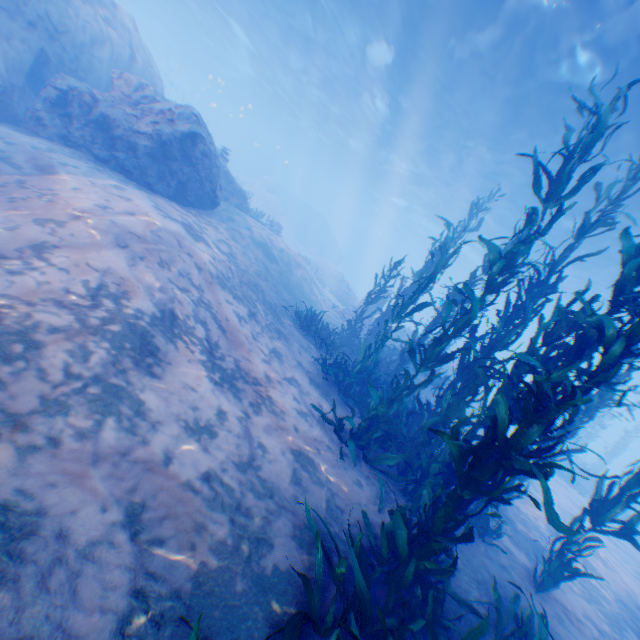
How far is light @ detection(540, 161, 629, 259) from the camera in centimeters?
1409cm

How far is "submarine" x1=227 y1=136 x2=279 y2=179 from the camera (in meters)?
51.41

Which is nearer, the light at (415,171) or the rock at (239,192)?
the rock at (239,192)

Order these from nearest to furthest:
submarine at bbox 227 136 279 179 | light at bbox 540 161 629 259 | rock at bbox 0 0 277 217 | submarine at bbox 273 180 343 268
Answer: rock at bbox 0 0 277 217, light at bbox 540 161 629 259, submarine at bbox 273 180 343 268, submarine at bbox 227 136 279 179

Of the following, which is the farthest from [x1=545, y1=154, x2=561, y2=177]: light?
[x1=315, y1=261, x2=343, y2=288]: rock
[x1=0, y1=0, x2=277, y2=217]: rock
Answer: [x1=315, y1=261, x2=343, y2=288]: rock

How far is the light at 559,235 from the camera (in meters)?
14.09

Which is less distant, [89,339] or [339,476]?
[89,339]
